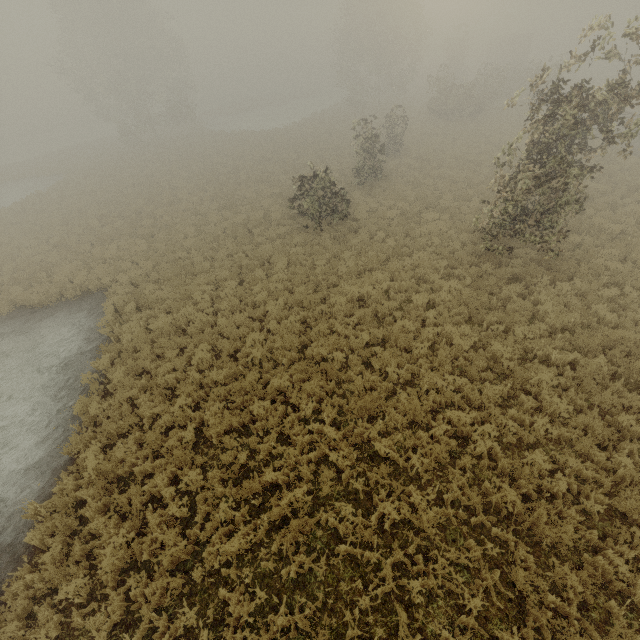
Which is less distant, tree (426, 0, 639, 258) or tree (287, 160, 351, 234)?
tree (426, 0, 639, 258)

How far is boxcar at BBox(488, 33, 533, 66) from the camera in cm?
4797

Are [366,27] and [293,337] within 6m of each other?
no

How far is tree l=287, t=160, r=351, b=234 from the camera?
15.4m

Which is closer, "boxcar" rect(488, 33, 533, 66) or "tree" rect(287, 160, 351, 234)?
"tree" rect(287, 160, 351, 234)

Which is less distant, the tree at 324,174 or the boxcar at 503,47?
the tree at 324,174

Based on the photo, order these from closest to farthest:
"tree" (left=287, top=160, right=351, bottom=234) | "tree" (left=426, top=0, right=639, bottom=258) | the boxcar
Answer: "tree" (left=426, top=0, right=639, bottom=258) < "tree" (left=287, top=160, right=351, bottom=234) < the boxcar
